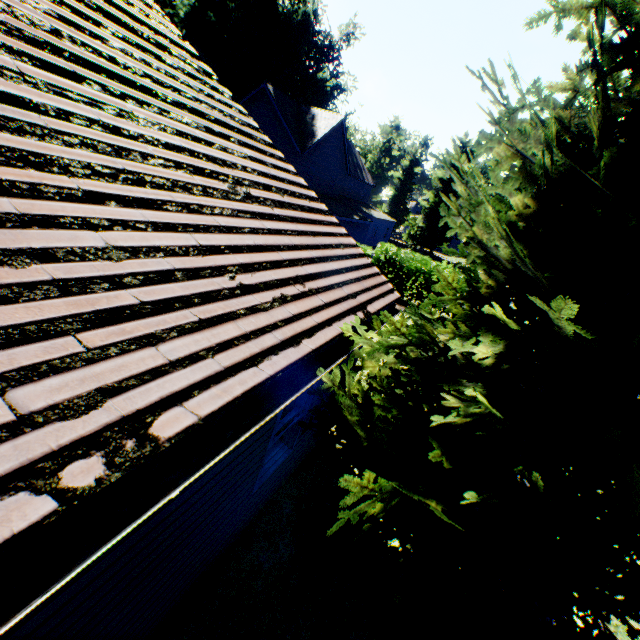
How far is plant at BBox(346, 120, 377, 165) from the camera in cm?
4528

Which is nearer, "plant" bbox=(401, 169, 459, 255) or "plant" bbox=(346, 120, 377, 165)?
"plant" bbox=(401, 169, 459, 255)

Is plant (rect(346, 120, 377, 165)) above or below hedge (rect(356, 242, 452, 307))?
above

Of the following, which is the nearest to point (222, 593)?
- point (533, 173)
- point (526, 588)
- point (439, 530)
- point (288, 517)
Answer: point (288, 517)

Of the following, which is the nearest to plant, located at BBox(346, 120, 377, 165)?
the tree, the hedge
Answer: the tree

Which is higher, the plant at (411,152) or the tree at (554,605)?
the plant at (411,152)

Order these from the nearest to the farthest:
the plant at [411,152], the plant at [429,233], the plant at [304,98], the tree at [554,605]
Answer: the tree at [554,605], the plant at [304,98], the plant at [429,233], the plant at [411,152]
